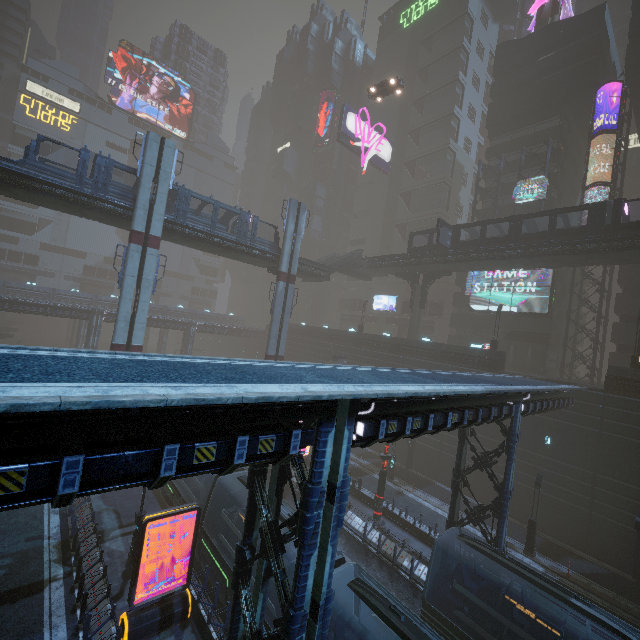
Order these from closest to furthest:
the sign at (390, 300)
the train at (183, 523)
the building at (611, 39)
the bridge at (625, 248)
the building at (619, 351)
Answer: the train at (183, 523) < the building at (619, 351) < the bridge at (625, 248) < the building at (611, 39) < the sign at (390, 300)

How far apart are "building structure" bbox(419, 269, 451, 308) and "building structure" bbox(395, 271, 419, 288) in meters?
0.7 m

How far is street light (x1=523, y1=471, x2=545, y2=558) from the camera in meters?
22.3

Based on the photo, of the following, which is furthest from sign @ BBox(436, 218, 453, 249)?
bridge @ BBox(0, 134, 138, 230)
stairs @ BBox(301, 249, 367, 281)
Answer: bridge @ BBox(0, 134, 138, 230)

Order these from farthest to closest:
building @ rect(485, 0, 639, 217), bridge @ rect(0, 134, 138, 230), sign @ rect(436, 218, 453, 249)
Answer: building @ rect(485, 0, 639, 217), sign @ rect(436, 218, 453, 249), bridge @ rect(0, 134, 138, 230)

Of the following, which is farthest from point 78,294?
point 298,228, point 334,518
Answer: point 334,518

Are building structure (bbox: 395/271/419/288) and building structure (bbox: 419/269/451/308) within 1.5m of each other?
yes

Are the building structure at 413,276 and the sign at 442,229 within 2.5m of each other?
no
